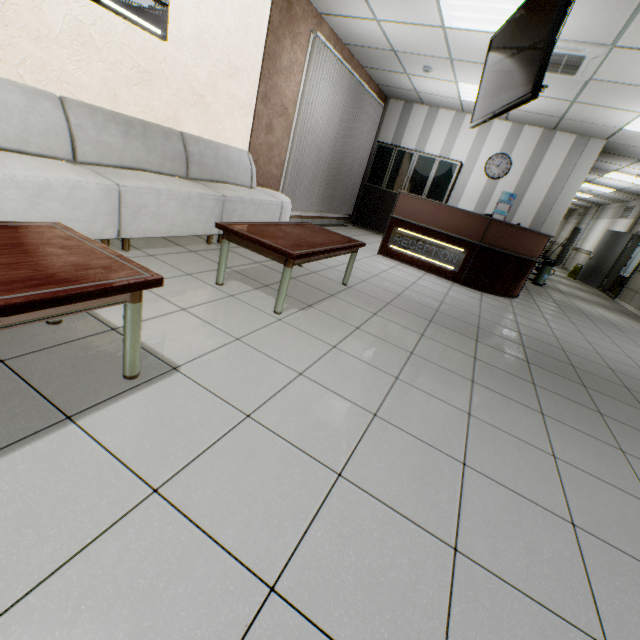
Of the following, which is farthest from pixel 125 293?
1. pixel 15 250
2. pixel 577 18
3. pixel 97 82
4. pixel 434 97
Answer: pixel 434 97

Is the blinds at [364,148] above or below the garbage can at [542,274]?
above

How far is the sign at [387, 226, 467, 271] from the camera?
5.59m

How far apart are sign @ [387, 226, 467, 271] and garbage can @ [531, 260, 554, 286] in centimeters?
422cm

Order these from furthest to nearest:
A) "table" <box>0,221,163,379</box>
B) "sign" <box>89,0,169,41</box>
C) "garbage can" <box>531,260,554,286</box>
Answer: "garbage can" <box>531,260,554,286</box>, "sign" <box>89,0,169,41</box>, "table" <box>0,221,163,379</box>

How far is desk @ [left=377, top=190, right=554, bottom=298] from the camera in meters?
5.3

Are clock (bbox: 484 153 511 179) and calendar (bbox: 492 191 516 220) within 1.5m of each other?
yes

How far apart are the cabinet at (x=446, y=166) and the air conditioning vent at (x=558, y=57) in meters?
2.7
